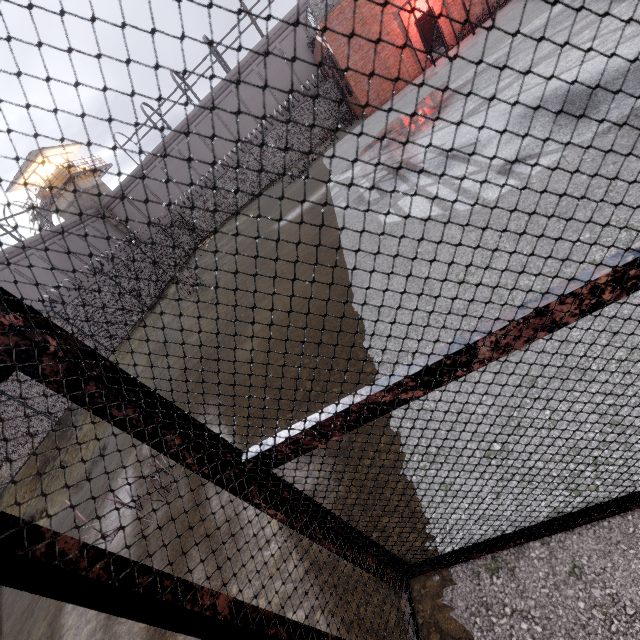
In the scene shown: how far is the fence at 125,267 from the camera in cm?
1802

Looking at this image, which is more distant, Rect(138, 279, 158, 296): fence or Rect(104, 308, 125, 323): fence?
Rect(138, 279, 158, 296): fence

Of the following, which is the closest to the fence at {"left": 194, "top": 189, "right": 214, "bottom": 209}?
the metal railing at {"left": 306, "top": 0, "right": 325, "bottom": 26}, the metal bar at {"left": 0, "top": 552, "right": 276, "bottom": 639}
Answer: the metal railing at {"left": 306, "top": 0, "right": 325, "bottom": 26}

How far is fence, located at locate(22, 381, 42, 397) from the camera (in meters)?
11.27

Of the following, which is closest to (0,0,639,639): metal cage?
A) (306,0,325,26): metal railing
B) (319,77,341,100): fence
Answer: (306,0,325,26): metal railing

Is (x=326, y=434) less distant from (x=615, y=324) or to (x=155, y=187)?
(x=615, y=324)

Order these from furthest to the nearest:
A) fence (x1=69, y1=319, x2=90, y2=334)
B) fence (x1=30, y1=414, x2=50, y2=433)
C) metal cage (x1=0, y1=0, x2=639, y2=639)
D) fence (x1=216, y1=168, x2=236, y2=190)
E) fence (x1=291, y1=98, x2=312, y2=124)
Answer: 1. fence (x1=216, y1=168, x2=236, y2=190)
2. fence (x1=291, y1=98, x2=312, y2=124)
3. fence (x1=69, y1=319, x2=90, y2=334)
4. fence (x1=30, y1=414, x2=50, y2=433)
5. metal cage (x1=0, y1=0, x2=639, y2=639)

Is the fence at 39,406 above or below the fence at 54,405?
above
